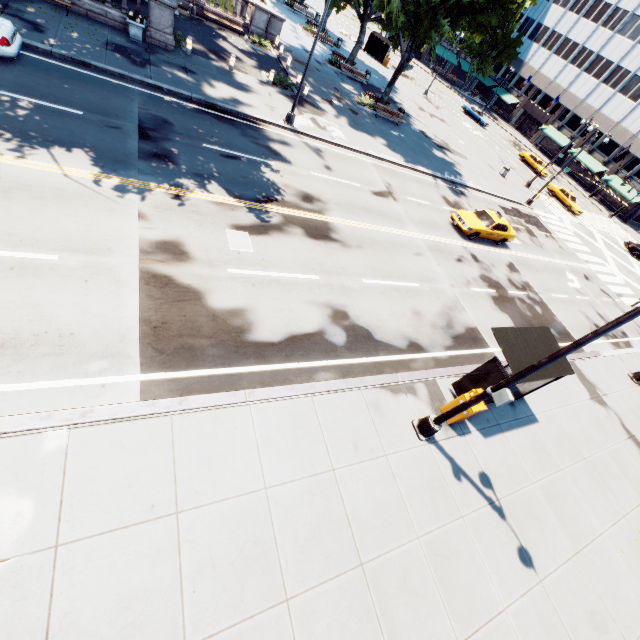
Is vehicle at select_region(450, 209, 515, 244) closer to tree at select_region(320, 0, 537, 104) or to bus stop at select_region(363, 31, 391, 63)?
tree at select_region(320, 0, 537, 104)

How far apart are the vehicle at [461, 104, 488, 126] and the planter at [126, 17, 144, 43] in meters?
49.9 m

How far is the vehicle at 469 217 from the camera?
19.7 meters

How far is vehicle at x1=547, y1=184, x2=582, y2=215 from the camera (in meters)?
37.94

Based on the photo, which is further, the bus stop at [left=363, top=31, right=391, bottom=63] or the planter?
the bus stop at [left=363, top=31, right=391, bottom=63]

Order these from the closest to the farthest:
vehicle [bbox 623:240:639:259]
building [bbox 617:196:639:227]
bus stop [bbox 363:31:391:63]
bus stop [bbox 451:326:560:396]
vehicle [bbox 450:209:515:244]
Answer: bus stop [bbox 451:326:560:396], vehicle [bbox 450:209:515:244], vehicle [bbox 623:240:639:259], bus stop [bbox 363:31:391:63], building [bbox 617:196:639:227]

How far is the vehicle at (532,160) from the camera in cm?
4466

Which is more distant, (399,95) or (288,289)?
(399,95)
